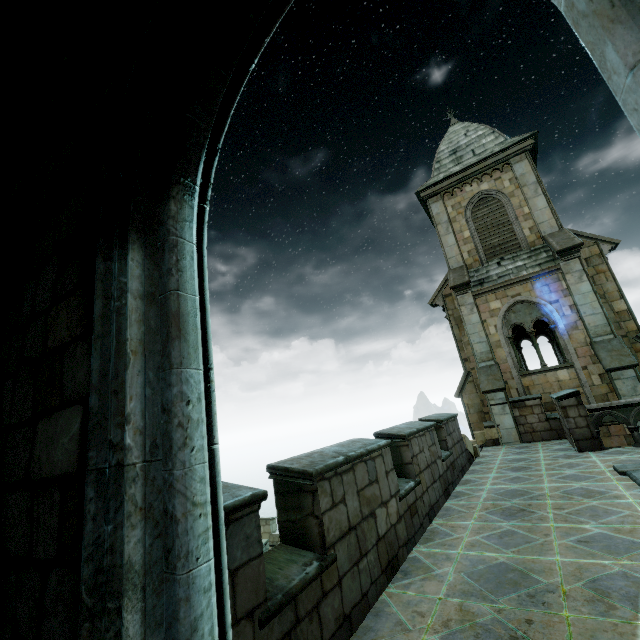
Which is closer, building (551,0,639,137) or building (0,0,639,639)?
building (551,0,639,137)

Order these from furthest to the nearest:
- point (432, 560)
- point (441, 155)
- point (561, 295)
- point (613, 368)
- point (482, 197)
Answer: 1. point (441, 155)
2. point (482, 197)
3. point (561, 295)
4. point (613, 368)
5. point (432, 560)

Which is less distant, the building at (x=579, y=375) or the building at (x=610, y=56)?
the building at (x=610, y=56)
